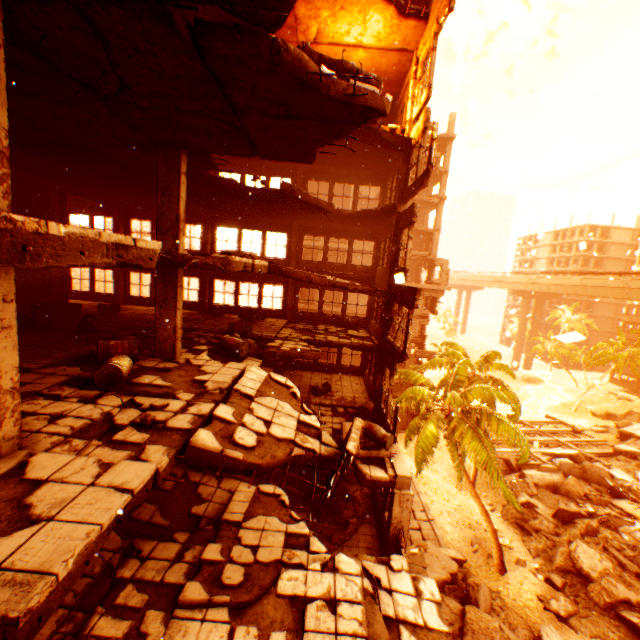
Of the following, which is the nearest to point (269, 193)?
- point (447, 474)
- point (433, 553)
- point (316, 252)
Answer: point (316, 252)

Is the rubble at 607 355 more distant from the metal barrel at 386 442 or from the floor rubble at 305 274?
the metal barrel at 386 442

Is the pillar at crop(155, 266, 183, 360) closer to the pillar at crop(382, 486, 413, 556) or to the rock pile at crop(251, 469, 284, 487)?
the rock pile at crop(251, 469, 284, 487)

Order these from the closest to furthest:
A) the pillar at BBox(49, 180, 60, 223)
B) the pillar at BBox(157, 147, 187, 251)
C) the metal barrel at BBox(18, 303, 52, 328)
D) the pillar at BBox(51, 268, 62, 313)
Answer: the pillar at BBox(157, 147, 187, 251), the metal barrel at BBox(18, 303, 52, 328), the pillar at BBox(49, 180, 60, 223), the pillar at BBox(51, 268, 62, 313)

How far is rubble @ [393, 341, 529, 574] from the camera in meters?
16.3 m

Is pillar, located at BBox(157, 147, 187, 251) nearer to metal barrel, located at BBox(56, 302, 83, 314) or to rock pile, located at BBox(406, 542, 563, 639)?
metal barrel, located at BBox(56, 302, 83, 314)

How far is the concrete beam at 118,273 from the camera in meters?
18.4 m

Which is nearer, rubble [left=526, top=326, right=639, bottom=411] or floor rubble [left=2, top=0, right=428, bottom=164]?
floor rubble [left=2, top=0, right=428, bottom=164]
